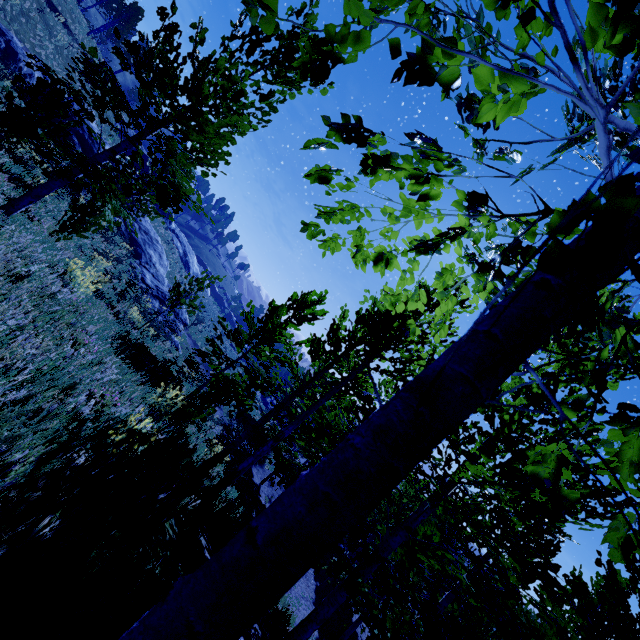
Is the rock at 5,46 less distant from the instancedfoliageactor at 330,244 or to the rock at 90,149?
the rock at 90,149

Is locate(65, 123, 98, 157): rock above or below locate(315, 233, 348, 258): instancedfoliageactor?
below

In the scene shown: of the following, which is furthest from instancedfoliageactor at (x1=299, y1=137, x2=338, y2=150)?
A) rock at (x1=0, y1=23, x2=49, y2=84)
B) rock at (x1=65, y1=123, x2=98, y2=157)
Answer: rock at (x1=0, y1=23, x2=49, y2=84)

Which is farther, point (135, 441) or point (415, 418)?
point (135, 441)

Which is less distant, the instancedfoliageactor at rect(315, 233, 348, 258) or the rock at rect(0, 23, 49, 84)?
the instancedfoliageactor at rect(315, 233, 348, 258)

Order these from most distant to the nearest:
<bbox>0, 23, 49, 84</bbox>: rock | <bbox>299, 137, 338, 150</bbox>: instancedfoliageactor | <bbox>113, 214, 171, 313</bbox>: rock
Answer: <bbox>113, 214, 171, 313</bbox>: rock, <bbox>0, 23, 49, 84</bbox>: rock, <bbox>299, 137, 338, 150</bbox>: instancedfoliageactor

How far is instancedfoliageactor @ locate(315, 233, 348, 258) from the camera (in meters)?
2.42

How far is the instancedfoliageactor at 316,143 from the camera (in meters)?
1.61
